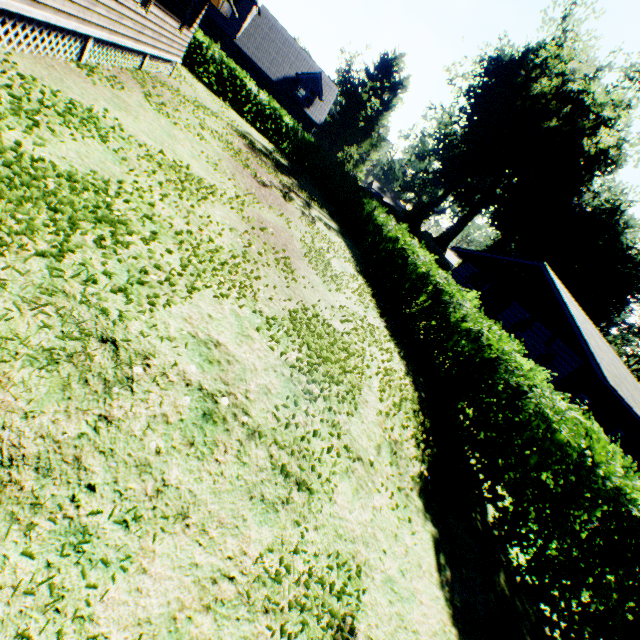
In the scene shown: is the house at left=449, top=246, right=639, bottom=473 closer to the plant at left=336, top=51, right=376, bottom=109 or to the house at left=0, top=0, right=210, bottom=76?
the plant at left=336, top=51, right=376, bottom=109

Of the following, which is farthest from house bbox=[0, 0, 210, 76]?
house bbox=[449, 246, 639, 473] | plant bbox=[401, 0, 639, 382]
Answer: plant bbox=[401, 0, 639, 382]

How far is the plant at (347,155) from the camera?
42.87m

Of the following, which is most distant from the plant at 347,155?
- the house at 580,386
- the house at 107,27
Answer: the house at 107,27

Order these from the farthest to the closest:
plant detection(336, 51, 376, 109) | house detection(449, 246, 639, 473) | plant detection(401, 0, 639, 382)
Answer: plant detection(336, 51, 376, 109), plant detection(401, 0, 639, 382), house detection(449, 246, 639, 473)

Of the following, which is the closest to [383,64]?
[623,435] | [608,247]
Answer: [608,247]

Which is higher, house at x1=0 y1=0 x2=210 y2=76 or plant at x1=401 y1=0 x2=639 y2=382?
plant at x1=401 y1=0 x2=639 y2=382
